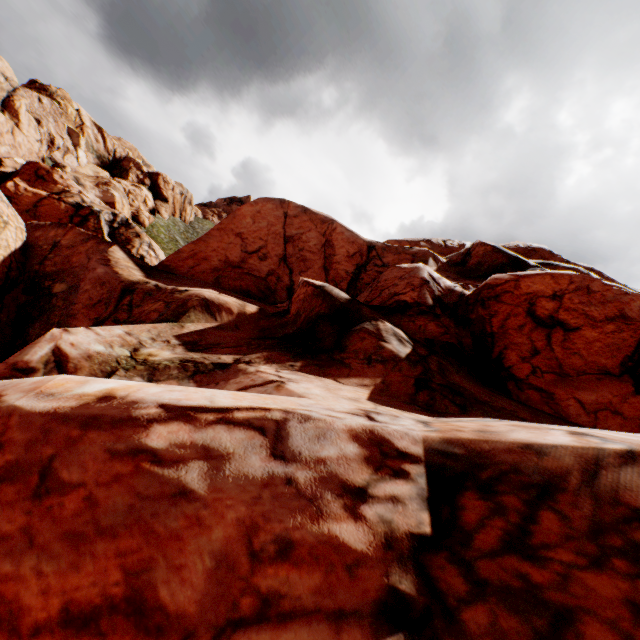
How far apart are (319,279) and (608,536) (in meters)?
21.55
